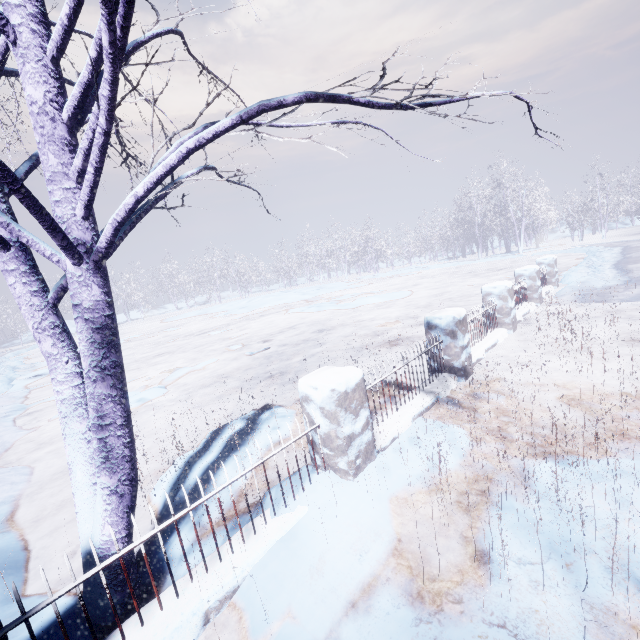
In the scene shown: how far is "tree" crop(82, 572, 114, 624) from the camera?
1.9m

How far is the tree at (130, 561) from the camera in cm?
203

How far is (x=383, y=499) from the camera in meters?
2.4

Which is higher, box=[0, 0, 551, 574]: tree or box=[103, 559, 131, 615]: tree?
box=[0, 0, 551, 574]: tree

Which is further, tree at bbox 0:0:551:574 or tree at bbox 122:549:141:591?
tree at bbox 122:549:141:591

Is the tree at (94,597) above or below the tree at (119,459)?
below
